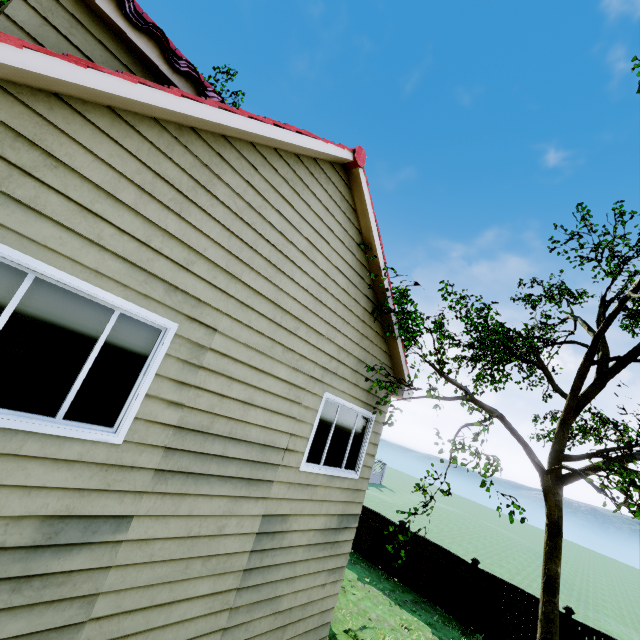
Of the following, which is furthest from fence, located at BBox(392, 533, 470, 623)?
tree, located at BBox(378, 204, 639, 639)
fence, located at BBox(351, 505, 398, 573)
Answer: tree, located at BBox(378, 204, 639, 639)

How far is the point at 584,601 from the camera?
20.1m

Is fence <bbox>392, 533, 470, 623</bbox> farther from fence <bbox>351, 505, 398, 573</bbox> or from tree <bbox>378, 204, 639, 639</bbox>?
tree <bbox>378, 204, 639, 639</bbox>

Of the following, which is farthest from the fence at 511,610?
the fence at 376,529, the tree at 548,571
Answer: the tree at 548,571

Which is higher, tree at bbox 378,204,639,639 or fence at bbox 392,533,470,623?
tree at bbox 378,204,639,639

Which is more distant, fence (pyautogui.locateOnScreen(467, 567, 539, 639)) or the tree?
fence (pyautogui.locateOnScreen(467, 567, 539, 639))
